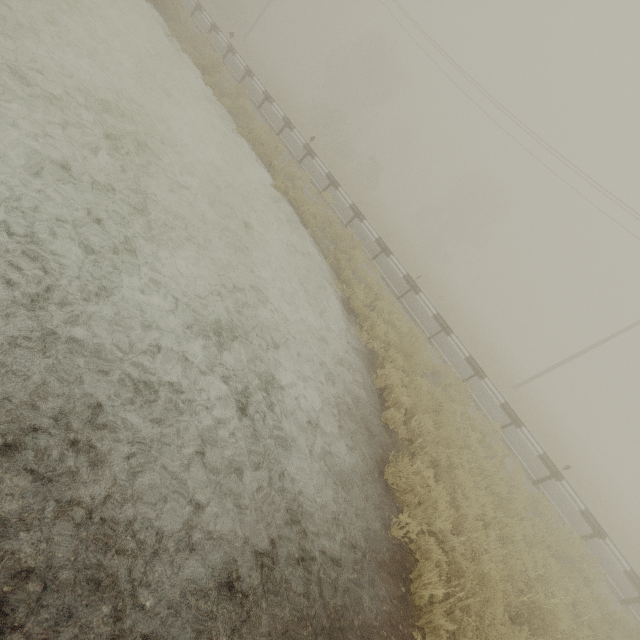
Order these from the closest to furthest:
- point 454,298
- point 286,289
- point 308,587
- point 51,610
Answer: point 51,610
point 308,587
point 286,289
point 454,298
